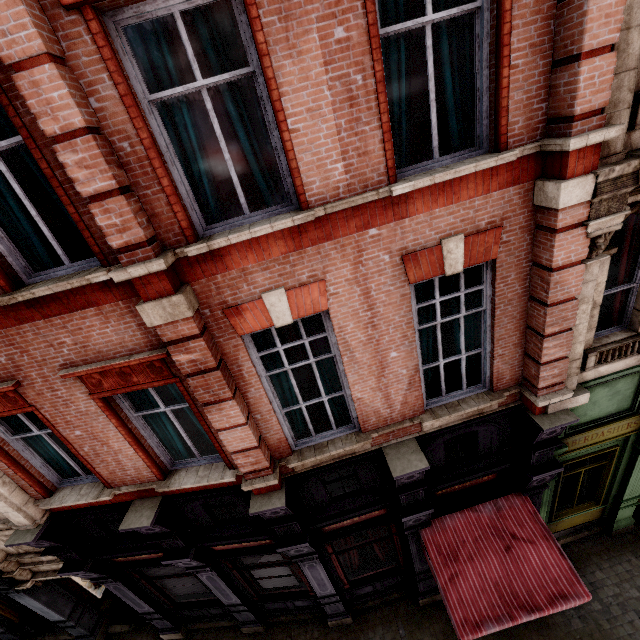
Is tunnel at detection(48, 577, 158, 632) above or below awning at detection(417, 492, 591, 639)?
below

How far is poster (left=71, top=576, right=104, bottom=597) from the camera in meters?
9.6

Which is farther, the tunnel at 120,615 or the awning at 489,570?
the tunnel at 120,615

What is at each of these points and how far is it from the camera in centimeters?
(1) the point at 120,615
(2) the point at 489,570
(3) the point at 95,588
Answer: (1) tunnel, 1024cm
(2) awning, 628cm
(3) poster, 1010cm

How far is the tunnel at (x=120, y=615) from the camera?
9.41m

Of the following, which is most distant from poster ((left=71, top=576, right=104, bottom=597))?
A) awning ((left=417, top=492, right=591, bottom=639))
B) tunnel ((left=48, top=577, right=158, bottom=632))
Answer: awning ((left=417, top=492, right=591, bottom=639))
